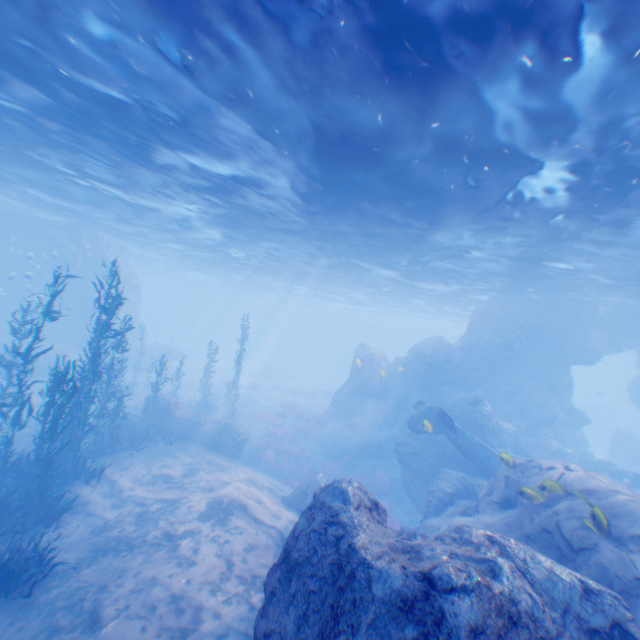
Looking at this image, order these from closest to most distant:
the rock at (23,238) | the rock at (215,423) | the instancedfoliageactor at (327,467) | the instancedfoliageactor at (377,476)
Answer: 1. the rock at (215,423)
2. the instancedfoliageactor at (377,476)
3. the instancedfoliageactor at (327,467)
4. the rock at (23,238)

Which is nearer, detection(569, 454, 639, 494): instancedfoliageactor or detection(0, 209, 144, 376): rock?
detection(569, 454, 639, 494): instancedfoliageactor

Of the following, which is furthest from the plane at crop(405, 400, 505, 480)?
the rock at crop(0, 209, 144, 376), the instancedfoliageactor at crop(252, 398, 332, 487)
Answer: the instancedfoliageactor at crop(252, 398, 332, 487)

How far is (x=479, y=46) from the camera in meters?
6.1 m

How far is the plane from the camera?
15.0m

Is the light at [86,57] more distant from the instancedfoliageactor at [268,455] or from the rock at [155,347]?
the instancedfoliageactor at [268,455]

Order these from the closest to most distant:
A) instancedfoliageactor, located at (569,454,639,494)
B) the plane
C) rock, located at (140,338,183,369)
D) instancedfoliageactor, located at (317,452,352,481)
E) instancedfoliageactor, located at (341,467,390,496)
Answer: the plane < instancedfoliageactor, located at (569,454,639,494) < instancedfoliageactor, located at (341,467,390,496) < instancedfoliageactor, located at (317,452,352,481) < rock, located at (140,338,183,369)

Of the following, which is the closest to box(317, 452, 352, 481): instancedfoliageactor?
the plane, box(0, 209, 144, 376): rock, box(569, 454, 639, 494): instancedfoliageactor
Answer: box(0, 209, 144, 376): rock
